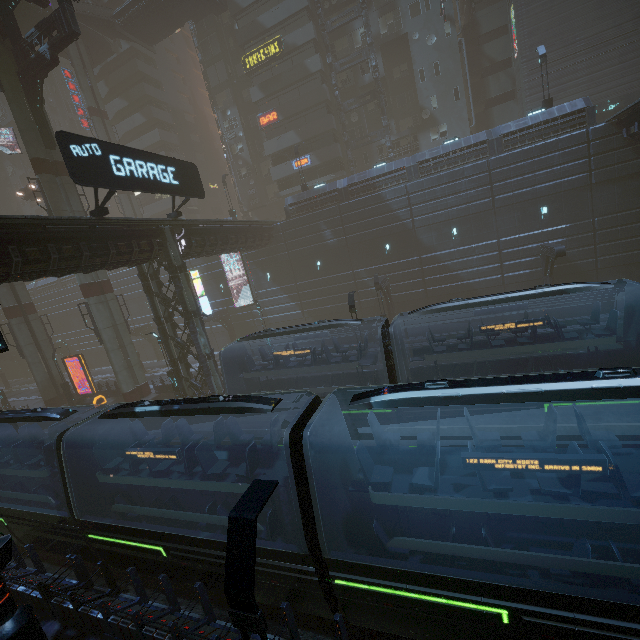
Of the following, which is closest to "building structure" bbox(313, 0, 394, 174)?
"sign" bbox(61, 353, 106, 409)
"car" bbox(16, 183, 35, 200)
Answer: "car" bbox(16, 183, 35, 200)

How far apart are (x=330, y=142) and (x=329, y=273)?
17.0m

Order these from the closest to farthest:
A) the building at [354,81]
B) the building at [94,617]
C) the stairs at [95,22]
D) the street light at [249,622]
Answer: the street light at [249,622] → the building at [94,617] → the building at [354,81] → the stairs at [95,22]

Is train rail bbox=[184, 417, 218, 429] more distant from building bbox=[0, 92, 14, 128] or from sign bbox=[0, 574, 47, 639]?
sign bbox=[0, 574, 47, 639]

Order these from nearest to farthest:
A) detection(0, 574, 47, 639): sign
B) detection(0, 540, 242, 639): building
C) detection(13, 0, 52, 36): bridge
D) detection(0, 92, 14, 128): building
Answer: detection(0, 574, 47, 639): sign < detection(0, 540, 242, 639): building < detection(13, 0, 52, 36): bridge < detection(0, 92, 14, 128): building

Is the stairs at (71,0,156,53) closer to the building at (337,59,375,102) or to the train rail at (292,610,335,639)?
the building at (337,59,375,102)

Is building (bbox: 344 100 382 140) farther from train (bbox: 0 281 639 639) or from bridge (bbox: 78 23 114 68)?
bridge (bbox: 78 23 114 68)

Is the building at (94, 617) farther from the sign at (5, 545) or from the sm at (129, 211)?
the sign at (5, 545)
